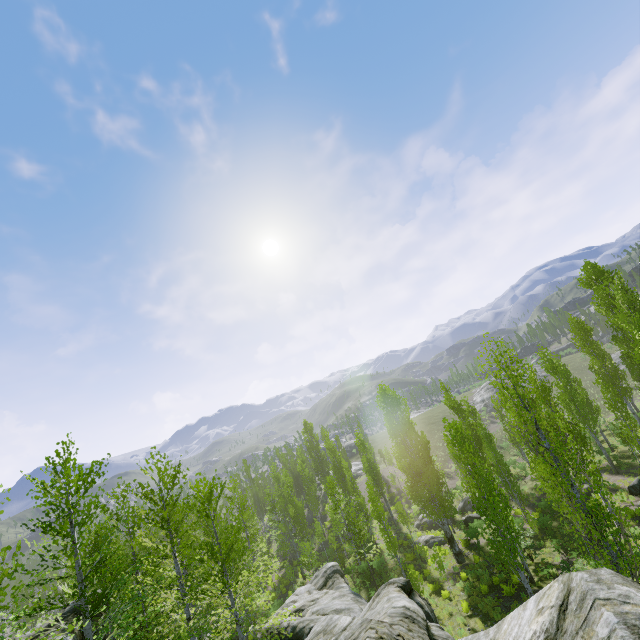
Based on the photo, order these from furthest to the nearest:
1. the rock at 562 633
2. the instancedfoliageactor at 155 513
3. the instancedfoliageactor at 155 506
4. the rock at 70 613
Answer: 1. the instancedfoliageactor at 155 506
2. the rock at 70 613
3. the instancedfoliageactor at 155 513
4. the rock at 562 633

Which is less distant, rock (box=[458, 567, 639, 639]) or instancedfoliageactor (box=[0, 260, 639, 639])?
rock (box=[458, 567, 639, 639])

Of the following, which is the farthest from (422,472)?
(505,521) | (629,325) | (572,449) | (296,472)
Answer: (296,472)

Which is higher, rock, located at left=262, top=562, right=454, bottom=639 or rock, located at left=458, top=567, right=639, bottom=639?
rock, located at left=458, top=567, right=639, bottom=639

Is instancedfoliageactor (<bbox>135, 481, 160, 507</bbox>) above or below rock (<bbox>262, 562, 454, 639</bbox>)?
above

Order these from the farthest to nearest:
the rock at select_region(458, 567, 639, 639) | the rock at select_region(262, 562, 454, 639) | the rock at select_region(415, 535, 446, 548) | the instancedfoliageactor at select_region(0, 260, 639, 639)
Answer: A: the rock at select_region(415, 535, 446, 548) < the instancedfoliageactor at select_region(0, 260, 639, 639) < the rock at select_region(262, 562, 454, 639) < the rock at select_region(458, 567, 639, 639)

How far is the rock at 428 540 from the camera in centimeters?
2867cm

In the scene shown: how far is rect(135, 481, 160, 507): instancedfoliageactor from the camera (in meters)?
15.28
